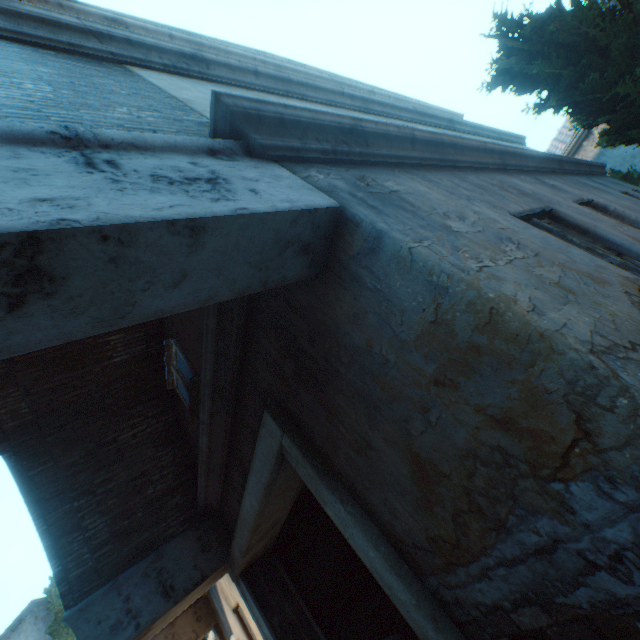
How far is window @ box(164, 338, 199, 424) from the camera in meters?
4.0

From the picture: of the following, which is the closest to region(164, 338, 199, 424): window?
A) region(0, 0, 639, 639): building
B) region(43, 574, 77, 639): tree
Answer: region(0, 0, 639, 639): building

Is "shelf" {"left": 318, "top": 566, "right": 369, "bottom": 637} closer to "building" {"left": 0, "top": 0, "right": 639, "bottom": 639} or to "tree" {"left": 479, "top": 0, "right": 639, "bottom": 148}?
"building" {"left": 0, "top": 0, "right": 639, "bottom": 639}

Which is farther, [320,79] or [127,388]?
[320,79]

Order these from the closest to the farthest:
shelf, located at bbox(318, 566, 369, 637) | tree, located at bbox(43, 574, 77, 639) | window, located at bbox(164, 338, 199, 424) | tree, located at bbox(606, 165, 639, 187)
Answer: window, located at bbox(164, 338, 199, 424) < shelf, located at bbox(318, 566, 369, 637) < tree, located at bbox(606, 165, 639, 187) < tree, located at bbox(43, 574, 77, 639)

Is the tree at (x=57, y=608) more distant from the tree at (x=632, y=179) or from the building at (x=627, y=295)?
the tree at (x=632, y=179)

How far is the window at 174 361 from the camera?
3.96m
